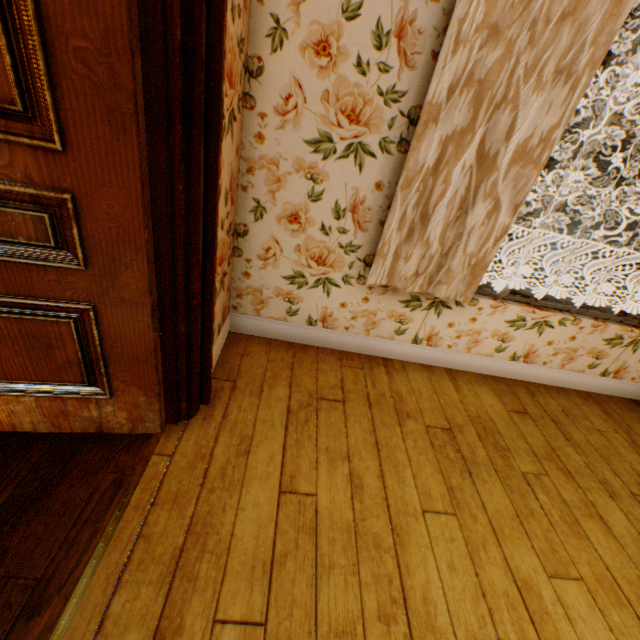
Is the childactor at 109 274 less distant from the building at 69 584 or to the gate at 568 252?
the building at 69 584

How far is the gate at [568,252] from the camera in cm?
1688

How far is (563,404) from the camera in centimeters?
247cm

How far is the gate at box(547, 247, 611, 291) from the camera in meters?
16.9

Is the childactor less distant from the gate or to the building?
the building

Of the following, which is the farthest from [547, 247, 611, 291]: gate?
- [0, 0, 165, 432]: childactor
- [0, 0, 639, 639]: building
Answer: [0, 0, 165, 432]: childactor

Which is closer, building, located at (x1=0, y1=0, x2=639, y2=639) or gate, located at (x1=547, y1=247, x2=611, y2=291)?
building, located at (x1=0, y1=0, x2=639, y2=639)
